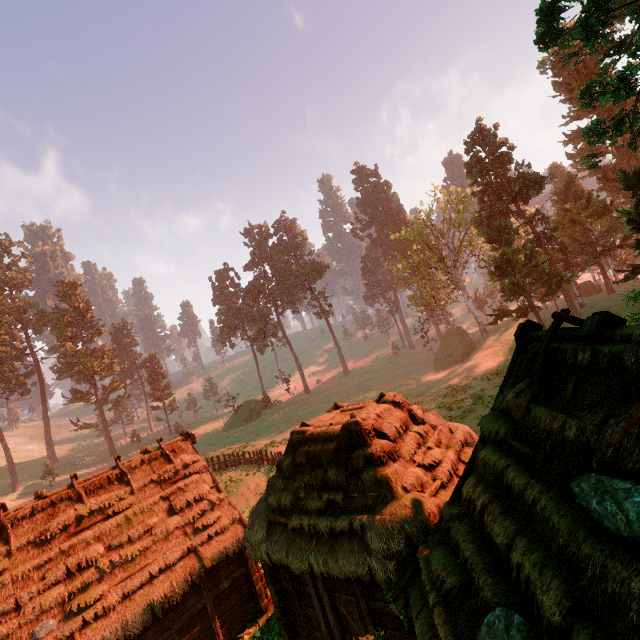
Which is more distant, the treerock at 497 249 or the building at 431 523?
the treerock at 497 249

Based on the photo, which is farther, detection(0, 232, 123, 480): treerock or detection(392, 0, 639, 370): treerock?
detection(0, 232, 123, 480): treerock

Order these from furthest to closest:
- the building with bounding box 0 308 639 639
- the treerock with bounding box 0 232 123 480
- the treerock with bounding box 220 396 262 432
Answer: the treerock with bounding box 220 396 262 432
the treerock with bounding box 0 232 123 480
the building with bounding box 0 308 639 639

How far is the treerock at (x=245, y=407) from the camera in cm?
5265

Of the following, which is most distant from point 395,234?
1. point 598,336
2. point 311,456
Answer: point 598,336

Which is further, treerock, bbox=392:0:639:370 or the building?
treerock, bbox=392:0:639:370
